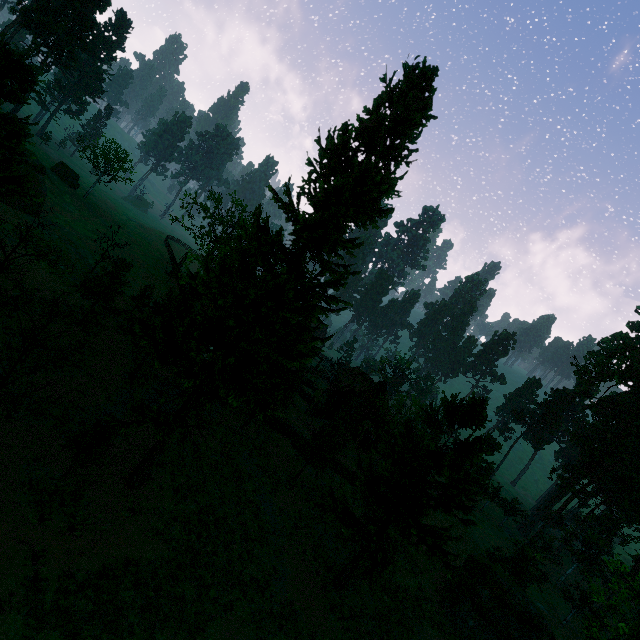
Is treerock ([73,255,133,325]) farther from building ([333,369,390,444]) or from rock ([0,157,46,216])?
rock ([0,157,46,216])

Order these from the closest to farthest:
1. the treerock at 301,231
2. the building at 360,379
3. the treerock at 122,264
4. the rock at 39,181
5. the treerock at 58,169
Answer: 1. the treerock at 301,231
2. the treerock at 122,264
3. the rock at 39,181
4. the building at 360,379
5. the treerock at 58,169

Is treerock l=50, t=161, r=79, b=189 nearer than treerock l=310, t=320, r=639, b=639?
No

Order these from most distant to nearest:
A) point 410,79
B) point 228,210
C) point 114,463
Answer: point 228,210, point 114,463, point 410,79

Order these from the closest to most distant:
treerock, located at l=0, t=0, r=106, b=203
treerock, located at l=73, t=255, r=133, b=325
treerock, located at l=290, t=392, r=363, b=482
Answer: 1. treerock, located at l=0, t=0, r=106, b=203
2. treerock, located at l=73, t=255, r=133, b=325
3. treerock, located at l=290, t=392, r=363, b=482

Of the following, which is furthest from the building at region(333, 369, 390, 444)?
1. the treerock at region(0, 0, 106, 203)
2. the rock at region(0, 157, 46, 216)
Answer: the rock at region(0, 157, 46, 216)

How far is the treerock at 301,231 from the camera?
13.3 meters
